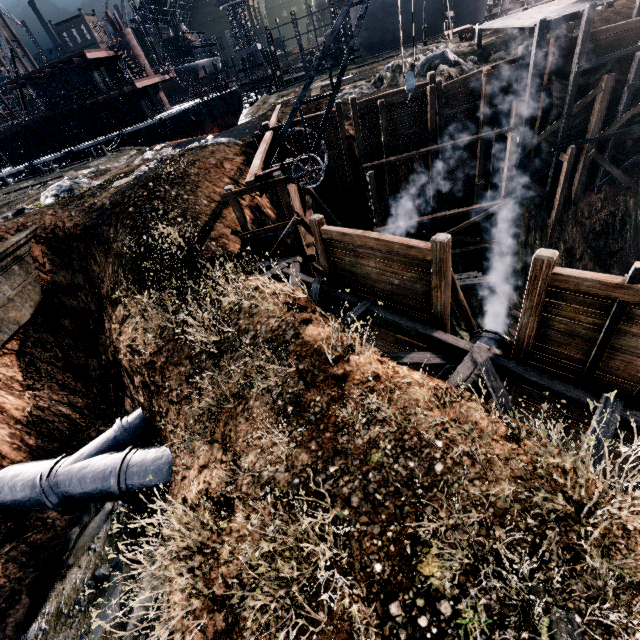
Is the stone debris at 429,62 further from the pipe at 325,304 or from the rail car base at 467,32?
the pipe at 325,304

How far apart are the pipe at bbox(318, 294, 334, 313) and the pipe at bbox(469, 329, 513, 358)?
5.8m

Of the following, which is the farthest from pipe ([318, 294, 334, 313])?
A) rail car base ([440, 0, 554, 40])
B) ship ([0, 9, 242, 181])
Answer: ship ([0, 9, 242, 181])

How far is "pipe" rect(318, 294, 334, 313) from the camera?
15.11m

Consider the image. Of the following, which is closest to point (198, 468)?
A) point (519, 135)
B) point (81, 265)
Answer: point (81, 265)

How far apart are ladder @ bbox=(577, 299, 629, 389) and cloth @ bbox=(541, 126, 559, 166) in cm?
1785

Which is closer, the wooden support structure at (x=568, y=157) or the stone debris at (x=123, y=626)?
the stone debris at (x=123, y=626)

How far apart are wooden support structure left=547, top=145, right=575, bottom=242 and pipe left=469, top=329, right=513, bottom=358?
15.90m
